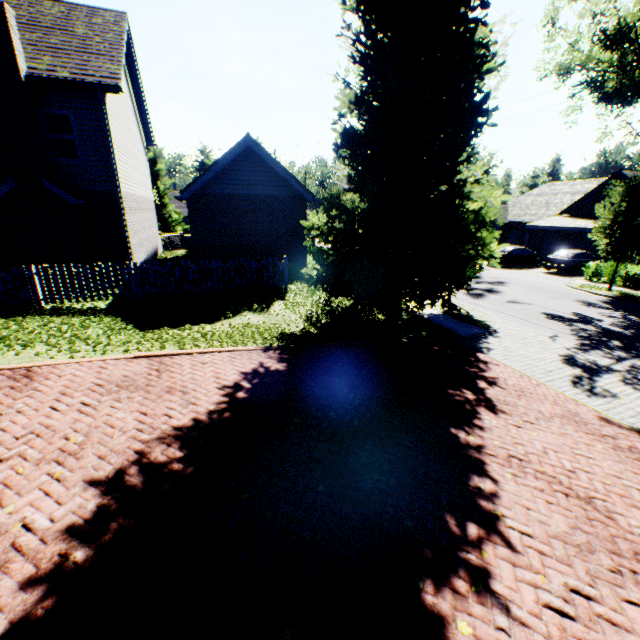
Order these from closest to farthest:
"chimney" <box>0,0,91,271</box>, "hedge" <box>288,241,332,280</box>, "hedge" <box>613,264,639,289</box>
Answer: "chimney" <box>0,0,91,271</box> → "hedge" <box>288,241,332,280</box> → "hedge" <box>613,264,639,289</box>

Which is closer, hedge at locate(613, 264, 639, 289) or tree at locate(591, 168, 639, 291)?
tree at locate(591, 168, 639, 291)

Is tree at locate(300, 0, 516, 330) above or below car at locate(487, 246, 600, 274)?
above

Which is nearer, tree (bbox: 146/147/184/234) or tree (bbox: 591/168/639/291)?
tree (bbox: 591/168/639/291)

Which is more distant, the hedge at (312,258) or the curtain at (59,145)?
the hedge at (312,258)

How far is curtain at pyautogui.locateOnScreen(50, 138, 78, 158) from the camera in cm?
1164

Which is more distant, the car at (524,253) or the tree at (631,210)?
the car at (524,253)

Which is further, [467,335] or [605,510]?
[467,335]
